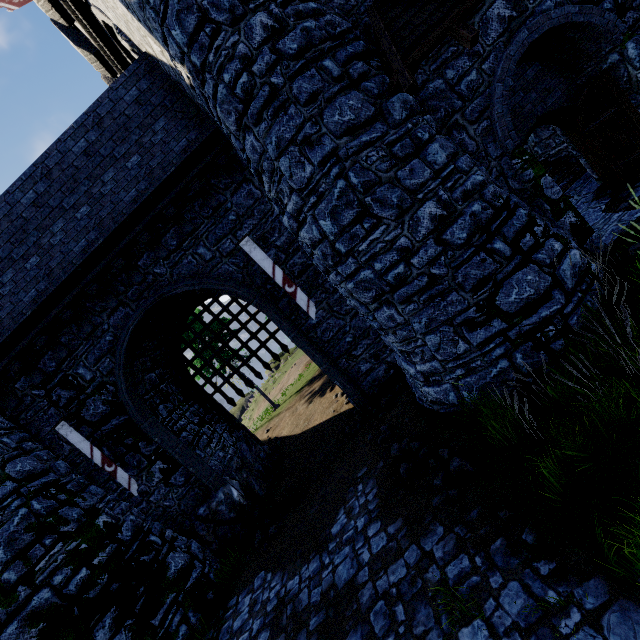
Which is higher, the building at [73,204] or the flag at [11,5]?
the flag at [11,5]

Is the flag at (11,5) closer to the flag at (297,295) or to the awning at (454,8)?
the flag at (297,295)

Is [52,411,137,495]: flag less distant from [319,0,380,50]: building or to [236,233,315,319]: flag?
[319,0,380,50]: building

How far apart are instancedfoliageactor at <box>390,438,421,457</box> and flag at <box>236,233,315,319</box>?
3.72m

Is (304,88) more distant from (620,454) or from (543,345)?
(620,454)

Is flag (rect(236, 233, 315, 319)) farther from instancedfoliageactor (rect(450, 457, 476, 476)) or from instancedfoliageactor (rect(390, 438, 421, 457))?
instancedfoliageactor (rect(450, 457, 476, 476))

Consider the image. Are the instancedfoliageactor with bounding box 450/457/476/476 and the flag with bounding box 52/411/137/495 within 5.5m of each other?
no

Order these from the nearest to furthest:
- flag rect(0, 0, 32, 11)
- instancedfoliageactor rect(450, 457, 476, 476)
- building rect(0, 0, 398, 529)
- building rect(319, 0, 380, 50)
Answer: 1. instancedfoliageactor rect(450, 457, 476, 476)
2. building rect(319, 0, 380, 50)
3. building rect(0, 0, 398, 529)
4. flag rect(0, 0, 32, 11)
